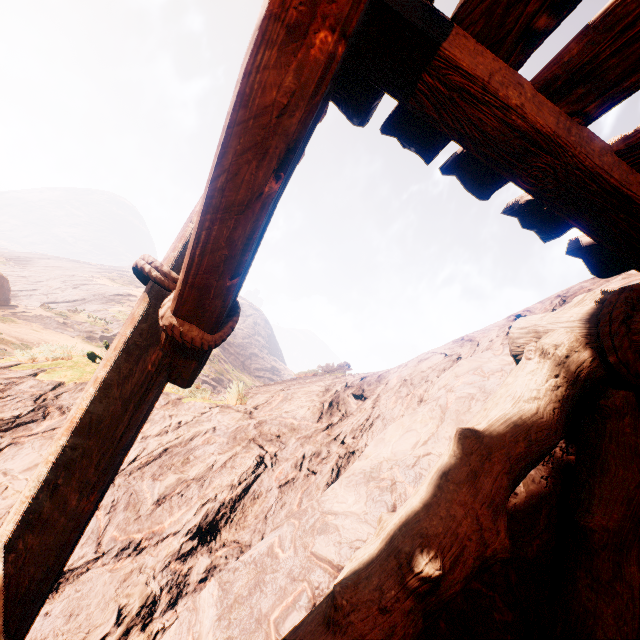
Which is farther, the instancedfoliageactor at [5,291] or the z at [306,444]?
the instancedfoliageactor at [5,291]

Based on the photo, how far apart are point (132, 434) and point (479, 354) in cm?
272

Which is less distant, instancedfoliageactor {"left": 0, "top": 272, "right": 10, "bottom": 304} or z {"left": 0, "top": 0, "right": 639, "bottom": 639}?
z {"left": 0, "top": 0, "right": 639, "bottom": 639}
